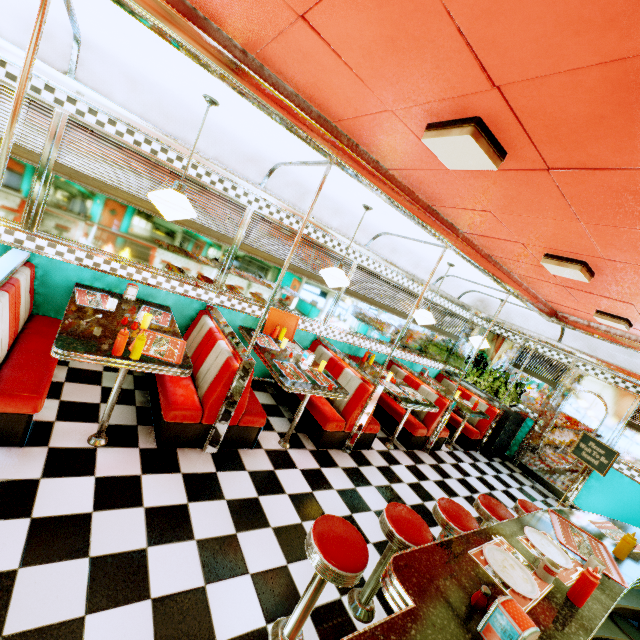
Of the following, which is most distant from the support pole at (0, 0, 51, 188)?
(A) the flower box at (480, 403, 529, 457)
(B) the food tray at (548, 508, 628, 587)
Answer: (A) the flower box at (480, 403, 529, 457)

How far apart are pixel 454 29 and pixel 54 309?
4.3 meters

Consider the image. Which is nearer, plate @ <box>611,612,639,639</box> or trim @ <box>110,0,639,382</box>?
trim @ <box>110,0,639,382</box>

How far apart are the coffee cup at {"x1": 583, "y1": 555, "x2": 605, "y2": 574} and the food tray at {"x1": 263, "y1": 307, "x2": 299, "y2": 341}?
4.0m

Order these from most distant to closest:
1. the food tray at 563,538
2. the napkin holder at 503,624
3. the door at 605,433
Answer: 1. the door at 605,433
2. the food tray at 563,538
3. the napkin holder at 503,624

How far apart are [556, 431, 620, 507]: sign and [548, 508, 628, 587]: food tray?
3.3 meters

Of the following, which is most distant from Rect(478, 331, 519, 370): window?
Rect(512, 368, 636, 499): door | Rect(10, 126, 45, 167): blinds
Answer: Rect(10, 126, 45, 167): blinds

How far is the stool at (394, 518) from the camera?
2.2 meters
